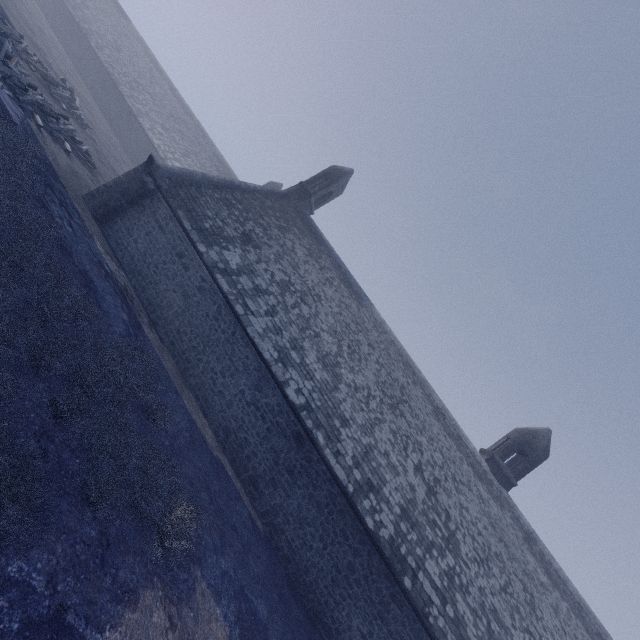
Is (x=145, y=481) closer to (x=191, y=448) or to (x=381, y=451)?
(x=191, y=448)
